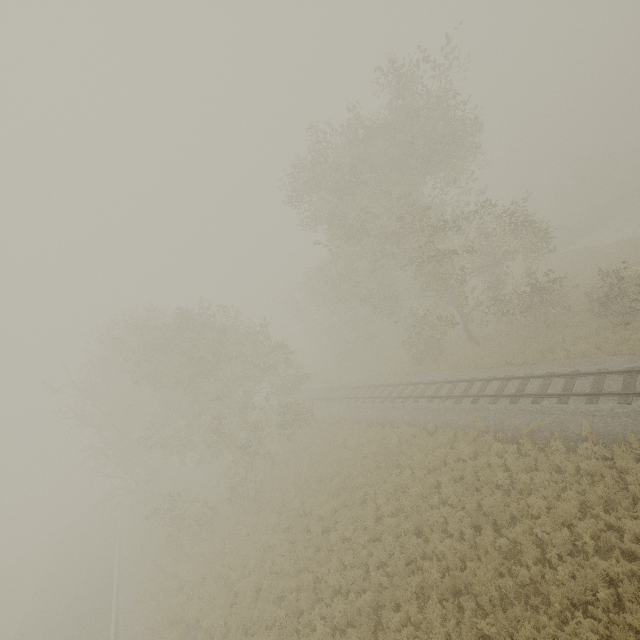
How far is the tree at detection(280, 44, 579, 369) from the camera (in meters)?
17.69

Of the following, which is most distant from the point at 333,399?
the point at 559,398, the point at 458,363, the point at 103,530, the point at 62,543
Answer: the point at 62,543

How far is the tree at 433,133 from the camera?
17.7m
